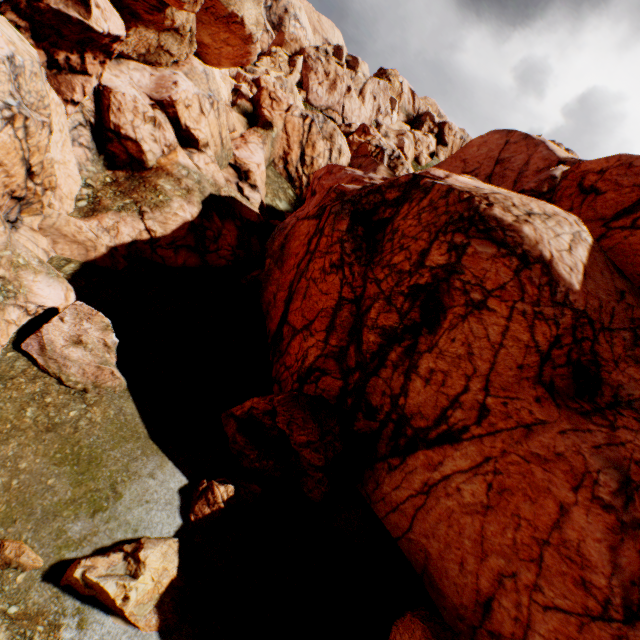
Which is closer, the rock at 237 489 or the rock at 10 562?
the rock at 10 562

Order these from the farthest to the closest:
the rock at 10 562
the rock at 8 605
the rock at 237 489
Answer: the rock at 237 489, the rock at 10 562, the rock at 8 605

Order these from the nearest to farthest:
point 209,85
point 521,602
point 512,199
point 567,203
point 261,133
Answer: point 521,602, point 512,199, point 567,203, point 209,85, point 261,133

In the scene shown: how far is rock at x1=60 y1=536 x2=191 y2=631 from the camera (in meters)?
7.38

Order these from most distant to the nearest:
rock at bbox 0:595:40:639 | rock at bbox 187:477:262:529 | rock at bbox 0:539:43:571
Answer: rock at bbox 187:477:262:529 < rock at bbox 0:539:43:571 < rock at bbox 0:595:40:639

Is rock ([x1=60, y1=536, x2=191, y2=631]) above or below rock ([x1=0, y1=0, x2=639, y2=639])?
below
